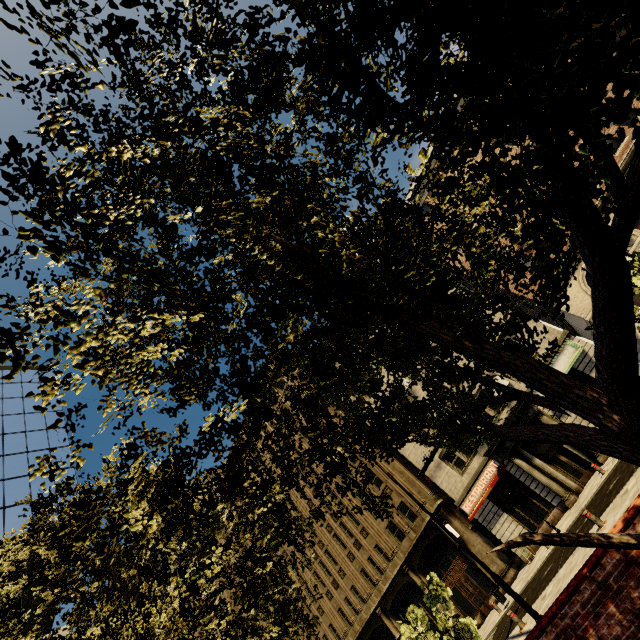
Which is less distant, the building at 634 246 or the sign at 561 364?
the building at 634 246

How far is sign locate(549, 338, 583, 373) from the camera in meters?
19.5 m

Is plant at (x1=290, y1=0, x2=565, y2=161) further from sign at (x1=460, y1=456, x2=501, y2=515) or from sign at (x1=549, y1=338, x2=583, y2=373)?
sign at (x1=460, y1=456, x2=501, y2=515)

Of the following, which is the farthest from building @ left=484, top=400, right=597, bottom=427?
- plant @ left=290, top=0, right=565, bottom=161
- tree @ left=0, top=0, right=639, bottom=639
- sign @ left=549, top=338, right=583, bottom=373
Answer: plant @ left=290, top=0, right=565, bottom=161

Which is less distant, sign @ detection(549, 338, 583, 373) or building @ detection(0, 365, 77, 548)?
sign @ detection(549, 338, 583, 373)

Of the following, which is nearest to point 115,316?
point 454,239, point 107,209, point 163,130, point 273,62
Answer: point 107,209

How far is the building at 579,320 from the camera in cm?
1939

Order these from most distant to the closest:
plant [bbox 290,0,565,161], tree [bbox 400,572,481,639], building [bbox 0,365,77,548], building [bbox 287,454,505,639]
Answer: building [bbox 0,365,77,548] → building [bbox 287,454,505,639] → tree [bbox 400,572,481,639] → plant [bbox 290,0,565,161]
